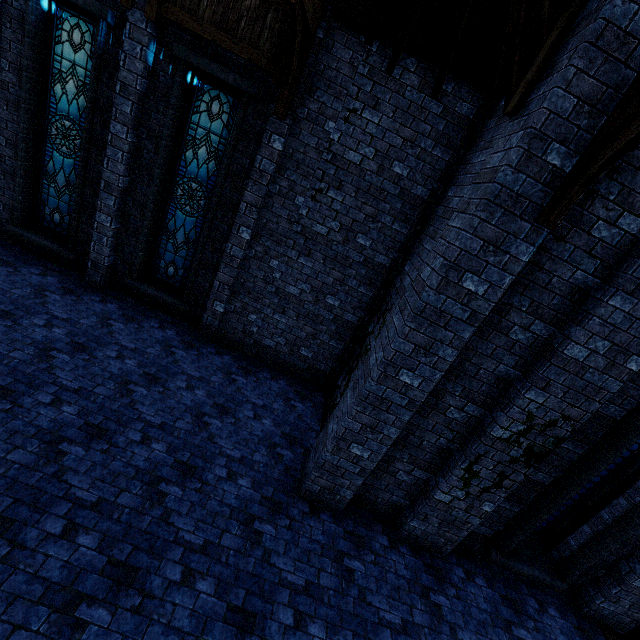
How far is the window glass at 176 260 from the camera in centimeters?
668cm

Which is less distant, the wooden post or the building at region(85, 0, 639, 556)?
the building at region(85, 0, 639, 556)

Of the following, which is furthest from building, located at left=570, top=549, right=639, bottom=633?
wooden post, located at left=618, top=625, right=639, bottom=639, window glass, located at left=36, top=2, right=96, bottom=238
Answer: window glass, located at left=36, top=2, right=96, bottom=238

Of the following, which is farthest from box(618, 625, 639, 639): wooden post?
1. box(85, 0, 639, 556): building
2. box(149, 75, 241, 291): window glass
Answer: box(149, 75, 241, 291): window glass

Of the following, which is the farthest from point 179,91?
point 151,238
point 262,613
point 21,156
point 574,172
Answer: point 262,613

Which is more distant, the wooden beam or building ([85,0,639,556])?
the wooden beam

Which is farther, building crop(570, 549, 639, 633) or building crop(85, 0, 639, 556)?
building crop(570, 549, 639, 633)

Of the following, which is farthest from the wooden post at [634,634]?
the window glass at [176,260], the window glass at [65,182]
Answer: the window glass at [65,182]
